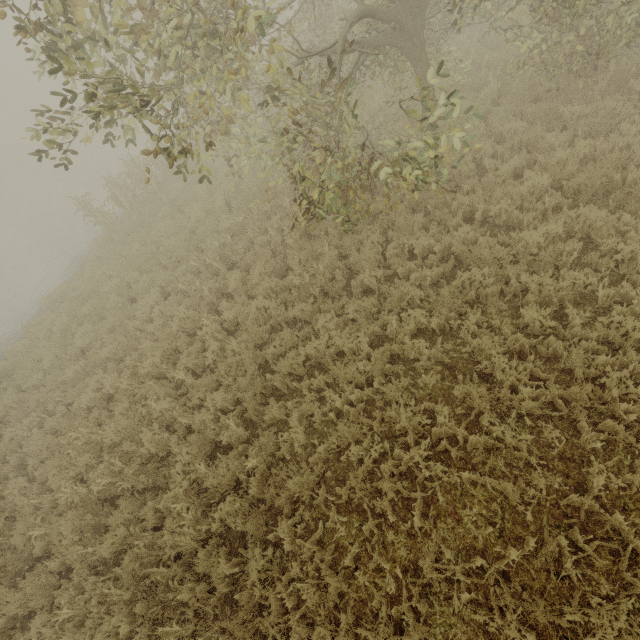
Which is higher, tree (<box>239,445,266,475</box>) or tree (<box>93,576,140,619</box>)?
tree (<box>239,445,266,475</box>)

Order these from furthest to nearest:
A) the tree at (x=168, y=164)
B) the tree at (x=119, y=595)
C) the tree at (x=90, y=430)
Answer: the tree at (x=90, y=430) < the tree at (x=119, y=595) < the tree at (x=168, y=164)

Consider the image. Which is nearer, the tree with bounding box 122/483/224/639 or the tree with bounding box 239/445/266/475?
the tree with bounding box 122/483/224/639

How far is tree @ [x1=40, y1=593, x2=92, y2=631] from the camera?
4.9m

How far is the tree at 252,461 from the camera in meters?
5.2 m

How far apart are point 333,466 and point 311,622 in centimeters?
192cm
